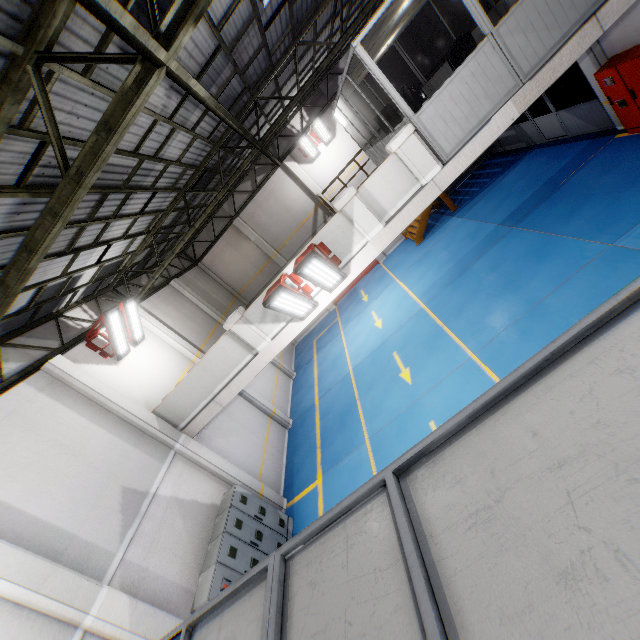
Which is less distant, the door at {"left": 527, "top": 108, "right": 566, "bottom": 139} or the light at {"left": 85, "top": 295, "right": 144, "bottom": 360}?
the light at {"left": 85, "top": 295, "right": 144, "bottom": 360}

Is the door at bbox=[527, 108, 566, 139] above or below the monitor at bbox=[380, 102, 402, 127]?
below

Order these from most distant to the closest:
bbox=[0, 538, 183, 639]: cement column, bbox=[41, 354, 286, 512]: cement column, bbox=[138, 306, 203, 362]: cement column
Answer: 1. bbox=[138, 306, 203, 362]: cement column
2. bbox=[41, 354, 286, 512]: cement column
3. bbox=[0, 538, 183, 639]: cement column

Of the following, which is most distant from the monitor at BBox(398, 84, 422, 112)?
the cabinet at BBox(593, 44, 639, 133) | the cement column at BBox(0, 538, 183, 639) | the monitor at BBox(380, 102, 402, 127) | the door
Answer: the cement column at BBox(0, 538, 183, 639)

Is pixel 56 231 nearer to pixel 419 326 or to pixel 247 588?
pixel 247 588

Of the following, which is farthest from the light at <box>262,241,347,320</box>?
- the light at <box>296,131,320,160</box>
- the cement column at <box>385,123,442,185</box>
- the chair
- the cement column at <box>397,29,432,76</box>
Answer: the cement column at <box>397,29,432,76</box>

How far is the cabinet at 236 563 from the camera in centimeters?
699cm

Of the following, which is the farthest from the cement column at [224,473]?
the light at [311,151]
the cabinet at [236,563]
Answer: the light at [311,151]
